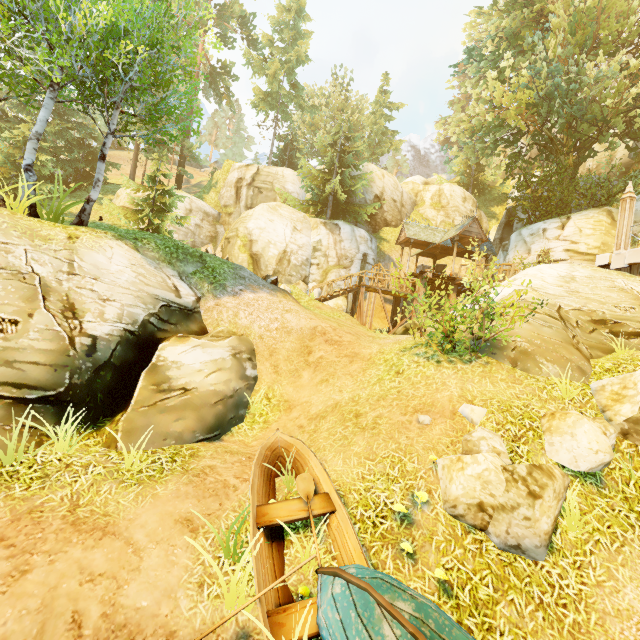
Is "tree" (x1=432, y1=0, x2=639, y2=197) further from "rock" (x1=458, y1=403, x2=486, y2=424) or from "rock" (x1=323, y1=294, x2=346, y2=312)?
"rock" (x1=458, y1=403, x2=486, y2=424)

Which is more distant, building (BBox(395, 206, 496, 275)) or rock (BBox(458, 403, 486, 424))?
building (BBox(395, 206, 496, 275))

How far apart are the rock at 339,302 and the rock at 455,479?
17.5m

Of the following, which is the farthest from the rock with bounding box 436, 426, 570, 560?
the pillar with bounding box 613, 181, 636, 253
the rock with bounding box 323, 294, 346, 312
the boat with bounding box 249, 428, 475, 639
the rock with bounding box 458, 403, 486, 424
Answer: the rock with bounding box 323, 294, 346, 312

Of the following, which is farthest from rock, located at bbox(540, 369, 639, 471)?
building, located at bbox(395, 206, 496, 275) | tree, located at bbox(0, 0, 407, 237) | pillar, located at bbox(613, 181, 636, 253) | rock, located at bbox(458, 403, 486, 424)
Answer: building, located at bbox(395, 206, 496, 275)

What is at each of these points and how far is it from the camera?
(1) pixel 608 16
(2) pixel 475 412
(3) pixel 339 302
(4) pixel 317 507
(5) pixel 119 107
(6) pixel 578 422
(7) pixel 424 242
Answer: (1) tree, 17.5m
(2) rock, 6.4m
(3) rock, 24.5m
(4) boat, 5.2m
(5) tree, 10.0m
(6) rock, 5.6m
(7) building, 25.1m

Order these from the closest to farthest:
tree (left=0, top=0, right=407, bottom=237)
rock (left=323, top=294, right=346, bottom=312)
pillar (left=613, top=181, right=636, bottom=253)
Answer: tree (left=0, top=0, right=407, bottom=237)
pillar (left=613, top=181, right=636, bottom=253)
rock (left=323, top=294, right=346, bottom=312)

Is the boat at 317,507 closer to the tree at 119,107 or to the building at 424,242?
the tree at 119,107
